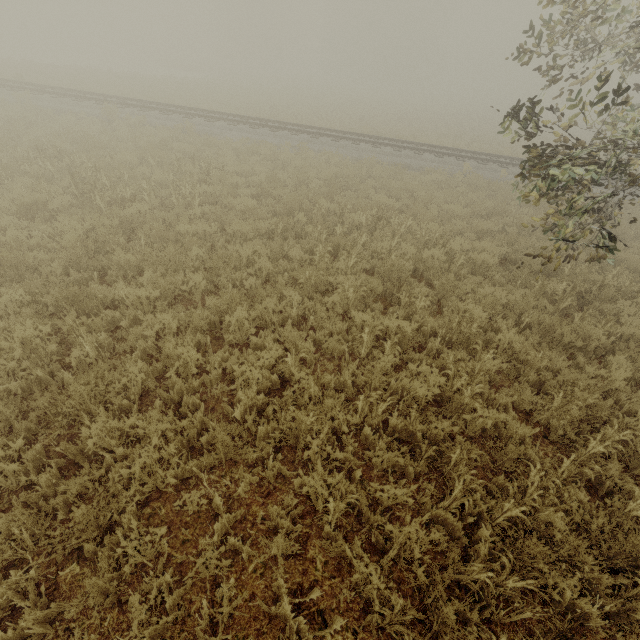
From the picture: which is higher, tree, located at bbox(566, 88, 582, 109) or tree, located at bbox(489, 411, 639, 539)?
tree, located at bbox(566, 88, 582, 109)

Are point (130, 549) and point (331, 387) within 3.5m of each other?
yes

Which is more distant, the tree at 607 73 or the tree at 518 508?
the tree at 607 73

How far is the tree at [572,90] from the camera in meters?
5.2 m

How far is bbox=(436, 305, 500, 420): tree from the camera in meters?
4.7

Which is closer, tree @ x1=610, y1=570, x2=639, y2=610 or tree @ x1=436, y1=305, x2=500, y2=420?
tree @ x1=610, y1=570, x2=639, y2=610
